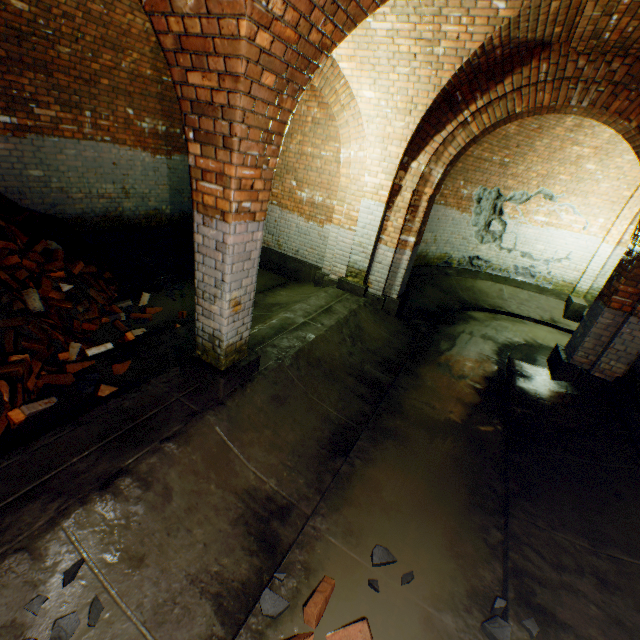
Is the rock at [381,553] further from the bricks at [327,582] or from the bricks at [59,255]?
the bricks at [59,255]

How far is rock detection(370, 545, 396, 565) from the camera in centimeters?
269cm

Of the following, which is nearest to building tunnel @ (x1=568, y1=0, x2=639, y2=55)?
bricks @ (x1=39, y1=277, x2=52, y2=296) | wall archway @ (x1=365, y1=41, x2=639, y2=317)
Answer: wall archway @ (x1=365, y1=41, x2=639, y2=317)

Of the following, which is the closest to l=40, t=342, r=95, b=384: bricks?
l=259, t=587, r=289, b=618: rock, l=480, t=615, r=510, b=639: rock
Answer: l=259, t=587, r=289, b=618: rock

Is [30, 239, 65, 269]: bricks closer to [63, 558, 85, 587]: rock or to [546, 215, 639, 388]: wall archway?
[63, 558, 85, 587]: rock

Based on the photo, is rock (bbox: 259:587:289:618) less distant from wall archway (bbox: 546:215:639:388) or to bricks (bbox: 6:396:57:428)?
bricks (bbox: 6:396:57:428)

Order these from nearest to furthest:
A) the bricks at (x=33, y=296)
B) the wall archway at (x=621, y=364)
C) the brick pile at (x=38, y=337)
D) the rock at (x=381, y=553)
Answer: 1. the rock at (x=381, y=553)
2. the brick pile at (x=38, y=337)
3. the bricks at (x=33, y=296)
4. the wall archway at (x=621, y=364)

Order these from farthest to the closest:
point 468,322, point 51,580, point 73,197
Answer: point 468,322, point 73,197, point 51,580
